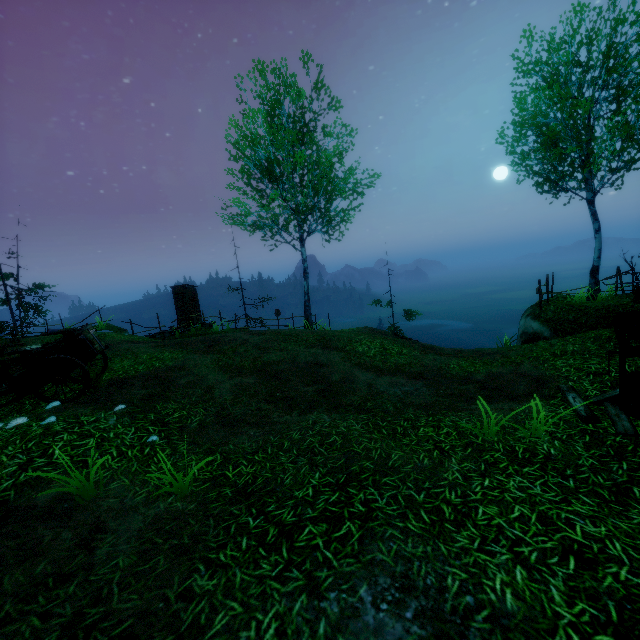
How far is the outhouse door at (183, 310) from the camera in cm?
2106

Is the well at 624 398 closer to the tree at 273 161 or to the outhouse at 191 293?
the tree at 273 161

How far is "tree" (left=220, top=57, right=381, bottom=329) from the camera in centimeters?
1401cm

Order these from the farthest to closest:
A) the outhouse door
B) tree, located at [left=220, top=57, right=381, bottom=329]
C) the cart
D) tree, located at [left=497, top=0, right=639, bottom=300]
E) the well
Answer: the outhouse door < tree, located at [left=220, top=57, right=381, bottom=329] < tree, located at [left=497, top=0, right=639, bottom=300] < the cart < the well

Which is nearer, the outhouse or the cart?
the cart

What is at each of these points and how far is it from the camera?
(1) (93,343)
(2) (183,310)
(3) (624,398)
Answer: →
(1) cart, 7.3 meters
(2) outhouse door, 21.2 meters
(3) well, 5.3 meters

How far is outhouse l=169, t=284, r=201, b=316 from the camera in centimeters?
2116cm

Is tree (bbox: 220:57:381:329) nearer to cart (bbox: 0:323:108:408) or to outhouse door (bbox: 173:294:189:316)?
cart (bbox: 0:323:108:408)
